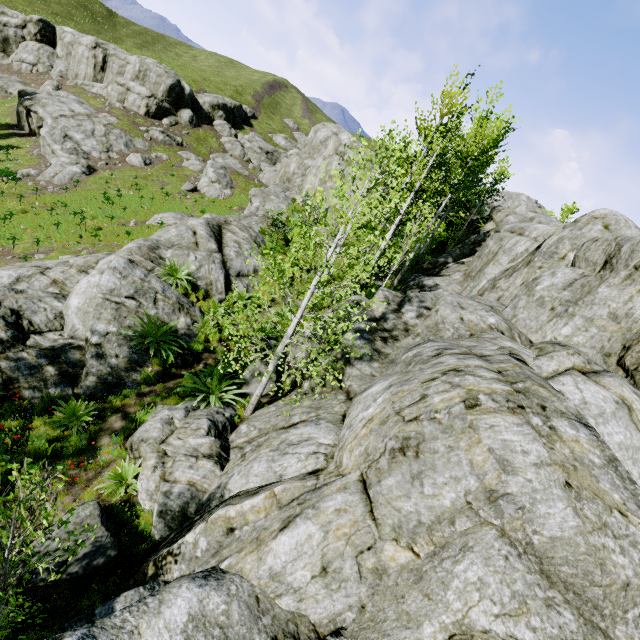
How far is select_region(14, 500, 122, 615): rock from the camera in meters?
5.1 m

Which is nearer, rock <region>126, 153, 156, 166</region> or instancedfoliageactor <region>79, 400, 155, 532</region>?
instancedfoliageactor <region>79, 400, 155, 532</region>

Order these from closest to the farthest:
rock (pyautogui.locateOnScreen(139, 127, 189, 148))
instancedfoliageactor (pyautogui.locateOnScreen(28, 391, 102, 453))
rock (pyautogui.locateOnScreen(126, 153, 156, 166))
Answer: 1. instancedfoliageactor (pyautogui.locateOnScreen(28, 391, 102, 453))
2. rock (pyautogui.locateOnScreen(126, 153, 156, 166))
3. rock (pyautogui.locateOnScreen(139, 127, 189, 148))

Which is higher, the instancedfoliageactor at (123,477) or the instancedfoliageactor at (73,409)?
the instancedfoliageactor at (123,477)

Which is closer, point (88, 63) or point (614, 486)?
point (614, 486)

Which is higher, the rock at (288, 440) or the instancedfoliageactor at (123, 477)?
the rock at (288, 440)

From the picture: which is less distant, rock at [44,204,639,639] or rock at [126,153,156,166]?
rock at [44,204,639,639]
